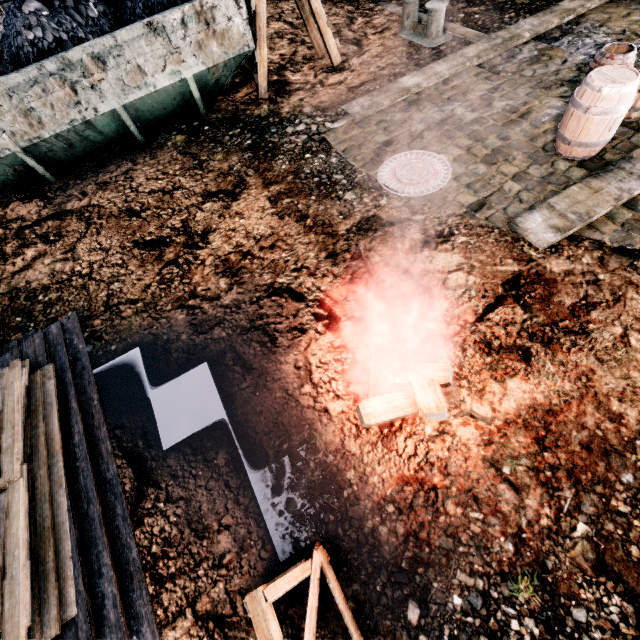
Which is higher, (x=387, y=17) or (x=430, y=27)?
(x=430, y=27)

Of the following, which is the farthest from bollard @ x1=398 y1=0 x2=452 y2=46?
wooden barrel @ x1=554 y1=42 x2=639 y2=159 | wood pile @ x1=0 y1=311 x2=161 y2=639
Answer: wood pile @ x1=0 y1=311 x2=161 y2=639

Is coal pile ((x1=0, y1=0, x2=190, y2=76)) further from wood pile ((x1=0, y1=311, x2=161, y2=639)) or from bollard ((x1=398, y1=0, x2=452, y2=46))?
bollard ((x1=398, y1=0, x2=452, y2=46))

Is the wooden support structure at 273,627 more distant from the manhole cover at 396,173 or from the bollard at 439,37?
the bollard at 439,37

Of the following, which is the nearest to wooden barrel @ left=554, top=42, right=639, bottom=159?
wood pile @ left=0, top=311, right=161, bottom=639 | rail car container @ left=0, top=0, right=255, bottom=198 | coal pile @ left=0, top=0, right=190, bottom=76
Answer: rail car container @ left=0, top=0, right=255, bottom=198

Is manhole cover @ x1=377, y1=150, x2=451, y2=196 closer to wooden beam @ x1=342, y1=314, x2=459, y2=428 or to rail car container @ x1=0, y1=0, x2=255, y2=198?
wooden beam @ x1=342, y1=314, x2=459, y2=428

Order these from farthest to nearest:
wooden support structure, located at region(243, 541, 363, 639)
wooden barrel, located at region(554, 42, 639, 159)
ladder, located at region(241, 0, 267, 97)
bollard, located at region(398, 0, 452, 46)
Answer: bollard, located at region(398, 0, 452, 46)
ladder, located at region(241, 0, 267, 97)
wooden barrel, located at region(554, 42, 639, 159)
wooden support structure, located at region(243, 541, 363, 639)

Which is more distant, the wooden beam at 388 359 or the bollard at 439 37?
the bollard at 439 37
